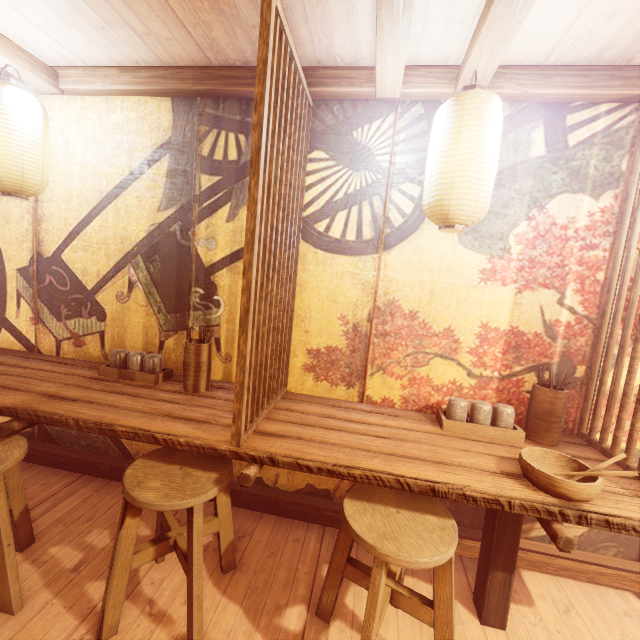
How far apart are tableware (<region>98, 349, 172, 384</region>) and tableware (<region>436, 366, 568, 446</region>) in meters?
3.3 m

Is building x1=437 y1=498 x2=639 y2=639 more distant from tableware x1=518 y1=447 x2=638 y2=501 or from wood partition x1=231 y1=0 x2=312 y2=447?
tableware x1=518 y1=447 x2=638 y2=501

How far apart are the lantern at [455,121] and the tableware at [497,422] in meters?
1.8

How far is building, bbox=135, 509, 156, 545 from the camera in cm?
362

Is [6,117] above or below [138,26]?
below

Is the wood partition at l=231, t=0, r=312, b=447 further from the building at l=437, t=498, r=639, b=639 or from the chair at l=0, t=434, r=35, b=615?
the chair at l=0, t=434, r=35, b=615

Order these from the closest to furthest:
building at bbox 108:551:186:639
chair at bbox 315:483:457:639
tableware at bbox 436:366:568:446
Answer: chair at bbox 315:483:457:639, building at bbox 108:551:186:639, tableware at bbox 436:366:568:446

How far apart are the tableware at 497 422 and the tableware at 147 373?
3.34m
